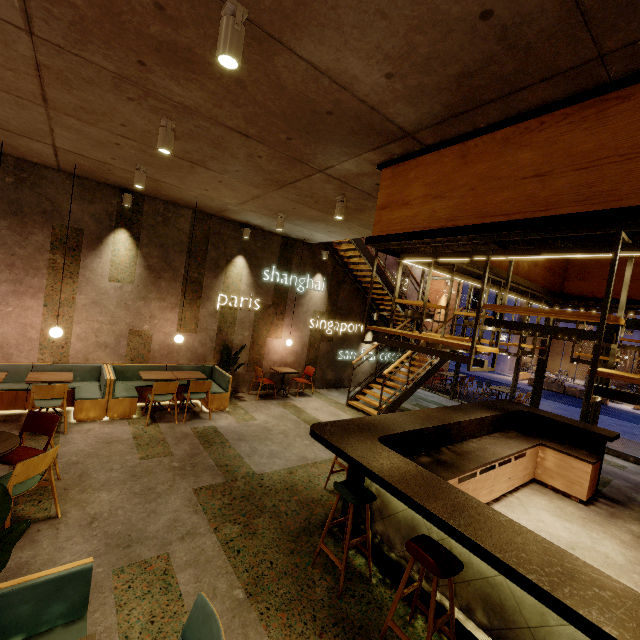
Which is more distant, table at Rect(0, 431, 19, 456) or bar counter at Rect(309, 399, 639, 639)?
table at Rect(0, 431, 19, 456)

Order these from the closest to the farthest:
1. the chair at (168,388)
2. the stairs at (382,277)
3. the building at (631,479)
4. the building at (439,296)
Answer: the building at (631,479), the chair at (168,388), the stairs at (382,277), the building at (439,296)

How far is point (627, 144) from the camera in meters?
2.2

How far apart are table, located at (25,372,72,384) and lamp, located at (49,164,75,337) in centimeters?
71cm

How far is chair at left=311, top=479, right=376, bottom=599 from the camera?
3.1 meters

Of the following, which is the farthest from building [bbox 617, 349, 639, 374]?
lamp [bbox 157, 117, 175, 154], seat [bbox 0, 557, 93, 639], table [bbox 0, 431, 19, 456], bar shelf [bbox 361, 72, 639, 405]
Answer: table [bbox 0, 431, 19, 456]

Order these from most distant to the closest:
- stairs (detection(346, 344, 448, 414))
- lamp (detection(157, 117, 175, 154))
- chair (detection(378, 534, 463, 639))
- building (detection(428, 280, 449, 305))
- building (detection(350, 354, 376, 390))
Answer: building (detection(428, 280, 449, 305)) < building (detection(350, 354, 376, 390)) < stairs (detection(346, 344, 448, 414)) < lamp (detection(157, 117, 175, 154)) < chair (detection(378, 534, 463, 639))

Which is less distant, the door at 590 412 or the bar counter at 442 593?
the bar counter at 442 593
